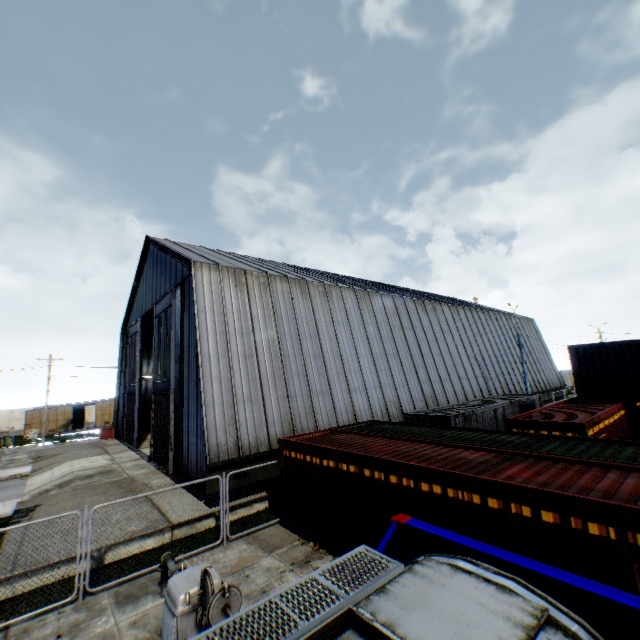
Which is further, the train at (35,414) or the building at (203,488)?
the train at (35,414)

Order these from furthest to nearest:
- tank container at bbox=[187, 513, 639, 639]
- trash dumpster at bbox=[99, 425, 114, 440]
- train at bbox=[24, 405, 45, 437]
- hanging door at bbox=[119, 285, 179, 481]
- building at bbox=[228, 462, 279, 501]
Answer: train at bbox=[24, 405, 45, 437] → trash dumpster at bbox=[99, 425, 114, 440] → hanging door at bbox=[119, 285, 179, 481] → building at bbox=[228, 462, 279, 501] → tank container at bbox=[187, 513, 639, 639]

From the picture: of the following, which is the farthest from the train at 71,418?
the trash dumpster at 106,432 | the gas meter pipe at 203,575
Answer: the gas meter pipe at 203,575

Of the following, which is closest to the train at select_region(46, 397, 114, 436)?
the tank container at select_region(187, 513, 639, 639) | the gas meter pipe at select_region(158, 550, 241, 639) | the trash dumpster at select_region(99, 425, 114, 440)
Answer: the trash dumpster at select_region(99, 425, 114, 440)

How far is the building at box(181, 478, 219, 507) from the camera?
12.64m

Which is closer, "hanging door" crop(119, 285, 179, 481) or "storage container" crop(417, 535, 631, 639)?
"storage container" crop(417, 535, 631, 639)

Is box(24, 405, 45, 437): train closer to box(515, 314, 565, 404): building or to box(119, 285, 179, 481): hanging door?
box(515, 314, 565, 404): building

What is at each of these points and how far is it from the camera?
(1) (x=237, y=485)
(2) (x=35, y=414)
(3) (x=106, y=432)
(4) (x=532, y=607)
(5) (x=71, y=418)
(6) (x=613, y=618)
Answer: (1) building, 13.48m
(2) train, 40.19m
(3) trash dumpster, 31.17m
(4) tank container, 2.93m
(5) train, 40.91m
(6) storage container, 4.78m
